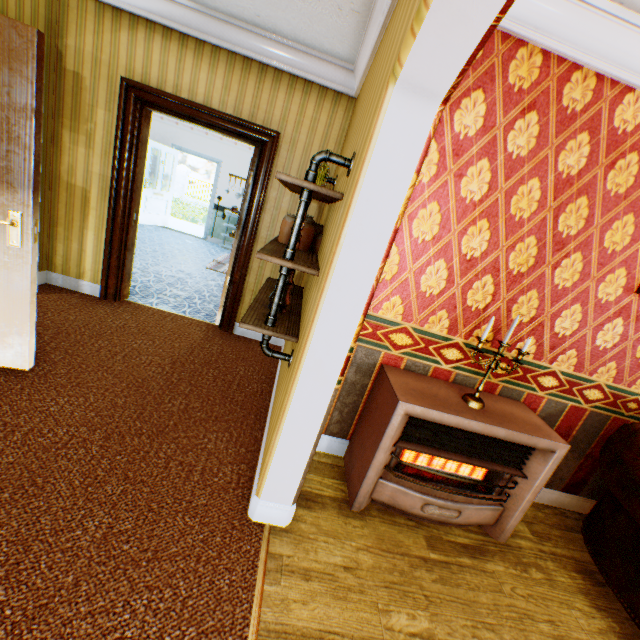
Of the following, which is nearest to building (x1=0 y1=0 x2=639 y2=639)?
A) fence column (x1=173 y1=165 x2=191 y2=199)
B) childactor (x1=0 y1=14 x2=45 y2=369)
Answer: childactor (x1=0 y1=14 x2=45 y2=369)

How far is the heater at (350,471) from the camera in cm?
204

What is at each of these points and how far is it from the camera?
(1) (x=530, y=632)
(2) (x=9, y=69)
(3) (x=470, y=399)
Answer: (1) building, 1.8 meters
(2) childactor, 1.9 meters
(3) candle holder, 2.2 meters

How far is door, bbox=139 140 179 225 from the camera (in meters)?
8.30

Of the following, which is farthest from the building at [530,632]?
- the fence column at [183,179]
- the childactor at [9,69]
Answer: the fence column at [183,179]

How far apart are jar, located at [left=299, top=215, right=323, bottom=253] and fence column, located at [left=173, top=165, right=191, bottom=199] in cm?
2296

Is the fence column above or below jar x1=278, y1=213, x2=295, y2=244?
below

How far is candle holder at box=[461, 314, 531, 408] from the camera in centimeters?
205cm
